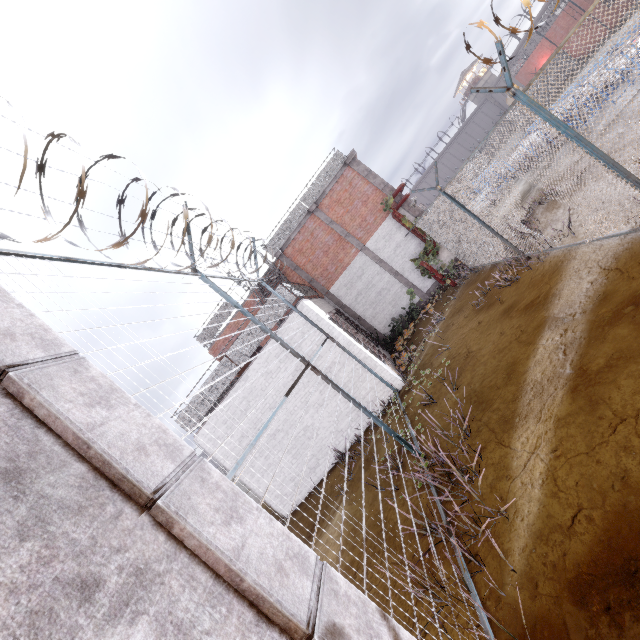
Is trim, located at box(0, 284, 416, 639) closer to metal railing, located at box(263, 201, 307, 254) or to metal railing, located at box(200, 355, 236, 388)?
metal railing, located at box(200, 355, 236, 388)

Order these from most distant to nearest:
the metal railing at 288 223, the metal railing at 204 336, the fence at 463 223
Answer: the metal railing at 204 336 → the metal railing at 288 223 → the fence at 463 223

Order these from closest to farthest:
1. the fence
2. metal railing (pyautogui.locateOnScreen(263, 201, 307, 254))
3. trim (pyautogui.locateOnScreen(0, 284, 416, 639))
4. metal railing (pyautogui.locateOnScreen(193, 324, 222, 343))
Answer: trim (pyautogui.locateOnScreen(0, 284, 416, 639)) → the fence → metal railing (pyautogui.locateOnScreen(263, 201, 307, 254)) → metal railing (pyautogui.locateOnScreen(193, 324, 222, 343))

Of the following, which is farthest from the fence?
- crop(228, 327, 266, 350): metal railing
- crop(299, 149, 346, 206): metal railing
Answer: crop(299, 149, 346, 206): metal railing

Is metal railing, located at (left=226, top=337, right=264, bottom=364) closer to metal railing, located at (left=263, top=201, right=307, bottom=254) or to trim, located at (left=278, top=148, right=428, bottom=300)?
trim, located at (left=278, top=148, right=428, bottom=300)

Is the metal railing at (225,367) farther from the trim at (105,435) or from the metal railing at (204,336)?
the trim at (105,435)

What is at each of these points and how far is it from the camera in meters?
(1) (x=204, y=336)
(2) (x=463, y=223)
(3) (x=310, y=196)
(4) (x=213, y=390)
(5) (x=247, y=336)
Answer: (1) metal railing, 17.0
(2) fence, 9.4
(3) metal railing, 15.8
(4) metal railing, 10.7
(5) metal railing, 10.4

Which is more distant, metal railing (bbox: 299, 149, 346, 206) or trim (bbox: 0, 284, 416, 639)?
metal railing (bbox: 299, 149, 346, 206)
